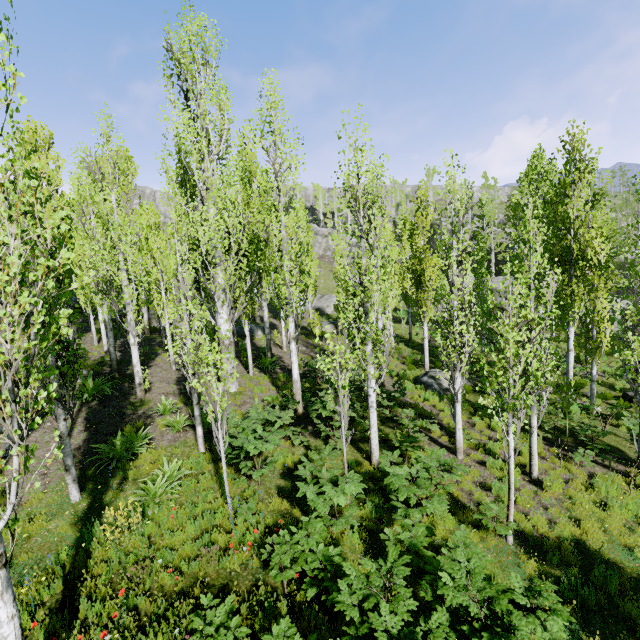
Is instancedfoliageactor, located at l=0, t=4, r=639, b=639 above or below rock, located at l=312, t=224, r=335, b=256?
below

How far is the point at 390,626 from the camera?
4.09m

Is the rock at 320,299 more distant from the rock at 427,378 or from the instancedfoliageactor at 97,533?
the rock at 427,378

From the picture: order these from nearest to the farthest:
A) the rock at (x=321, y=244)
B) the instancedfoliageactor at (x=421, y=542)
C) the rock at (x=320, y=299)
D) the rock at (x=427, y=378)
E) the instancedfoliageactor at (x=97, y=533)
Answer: the instancedfoliageactor at (x=421, y=542) < the instancedfoliageactor at (x=97, y=533) < the rock at (x=427, y=378) < the rock at (x=320, y=299) < the rock at (x=321, y=244)

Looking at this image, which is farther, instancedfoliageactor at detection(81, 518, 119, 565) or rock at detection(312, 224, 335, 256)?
rock at detection(312, 224, 335, 256)

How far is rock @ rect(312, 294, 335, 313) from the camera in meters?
36.5

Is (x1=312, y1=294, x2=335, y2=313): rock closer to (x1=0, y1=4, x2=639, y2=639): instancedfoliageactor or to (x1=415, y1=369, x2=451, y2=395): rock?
(x1=0, y1=4, x2=639, y2=639): instancedfoliageactor

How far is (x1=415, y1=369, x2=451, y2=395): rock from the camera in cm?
1574
